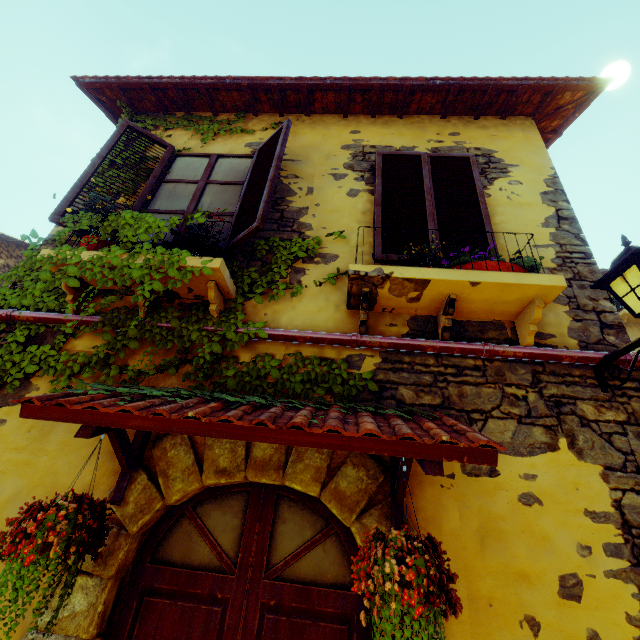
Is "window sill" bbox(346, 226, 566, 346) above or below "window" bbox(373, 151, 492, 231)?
below

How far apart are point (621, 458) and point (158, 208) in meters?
4.5

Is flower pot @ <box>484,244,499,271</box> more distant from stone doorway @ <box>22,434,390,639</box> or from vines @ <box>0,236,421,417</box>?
stone doorway @ <box>22,434,390,639</box>

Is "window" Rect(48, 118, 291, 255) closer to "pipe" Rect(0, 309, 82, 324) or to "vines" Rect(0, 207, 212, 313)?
"vines" Rect(0, 207, 212, 313)

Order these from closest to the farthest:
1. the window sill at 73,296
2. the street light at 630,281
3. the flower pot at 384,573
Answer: the flower pot at 384,573 → the street light at 630,281 → the window sill at 73,296

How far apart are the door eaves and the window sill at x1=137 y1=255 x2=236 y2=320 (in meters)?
0.63

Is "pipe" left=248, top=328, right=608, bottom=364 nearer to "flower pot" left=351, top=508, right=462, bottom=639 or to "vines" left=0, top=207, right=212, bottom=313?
"vines" left=0, top=207, right=212, bottom=313

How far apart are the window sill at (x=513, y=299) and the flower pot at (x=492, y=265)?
0.01m
